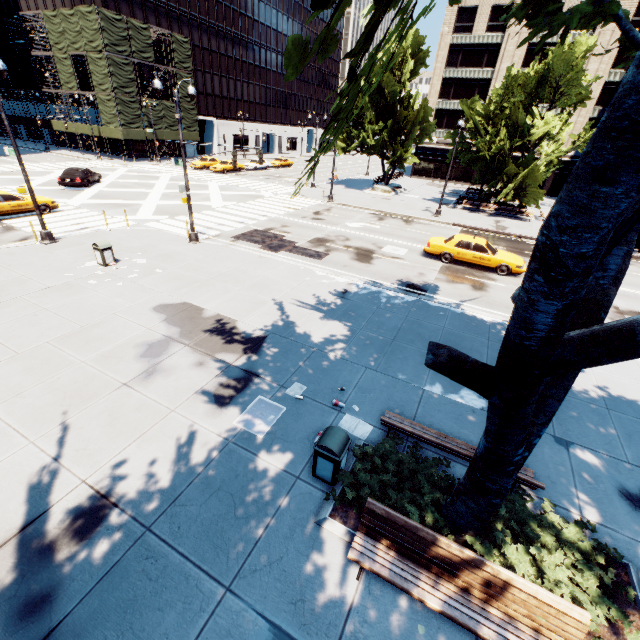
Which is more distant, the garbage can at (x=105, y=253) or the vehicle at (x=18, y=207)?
the vehicle at (x=18, y=207)

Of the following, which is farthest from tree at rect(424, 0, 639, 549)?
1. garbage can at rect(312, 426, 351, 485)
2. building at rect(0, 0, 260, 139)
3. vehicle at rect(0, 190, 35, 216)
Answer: building at rect(0, 0, 260, 139)

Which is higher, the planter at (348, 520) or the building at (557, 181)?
the building at (557, 181)

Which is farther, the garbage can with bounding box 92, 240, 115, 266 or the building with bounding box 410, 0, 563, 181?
the building with bounding box 410, 0, 563, 181

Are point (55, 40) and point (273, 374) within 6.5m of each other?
no

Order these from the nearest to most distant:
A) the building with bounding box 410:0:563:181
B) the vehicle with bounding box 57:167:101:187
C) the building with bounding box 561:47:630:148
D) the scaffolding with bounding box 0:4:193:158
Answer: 1. the vehicle with bounding box 57:167:101:187
2. the scaffolding with bounding box 0:4:193:158
3. the building with bounding box 561:47:630:148
4. the building with bounding box 410:0:563:181

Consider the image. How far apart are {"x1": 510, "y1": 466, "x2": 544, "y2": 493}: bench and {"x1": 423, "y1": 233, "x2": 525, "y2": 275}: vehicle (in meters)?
13.20

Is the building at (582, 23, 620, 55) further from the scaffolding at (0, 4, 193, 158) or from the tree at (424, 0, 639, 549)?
the scaffolding at (0, 4, 193, 158)
